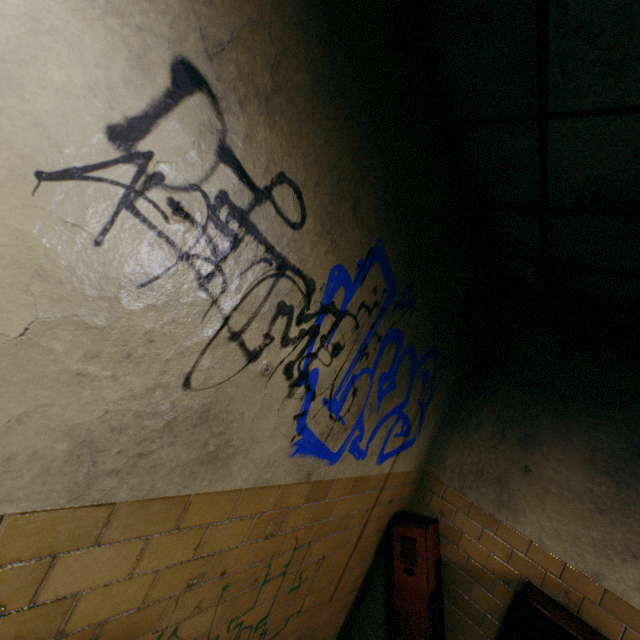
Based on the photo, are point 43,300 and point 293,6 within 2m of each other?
yes
